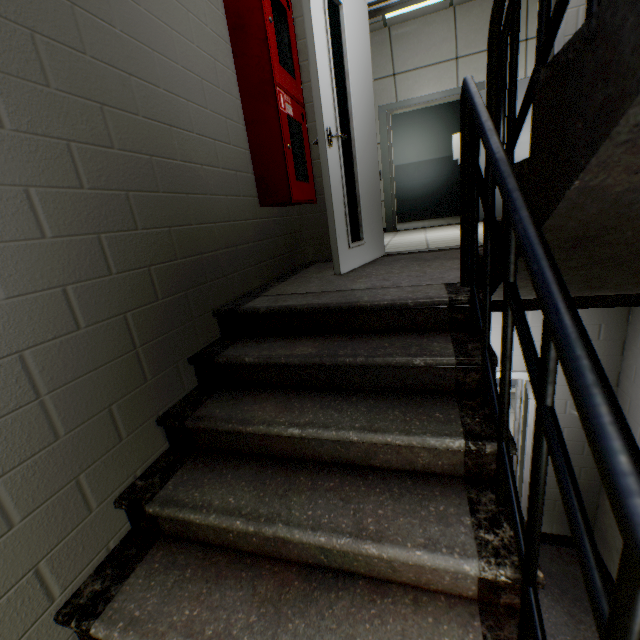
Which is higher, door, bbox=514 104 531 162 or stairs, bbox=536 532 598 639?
door, bbox=514 104 531 162

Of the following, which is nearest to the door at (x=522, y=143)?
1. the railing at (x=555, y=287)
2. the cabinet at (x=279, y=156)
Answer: the cabinet at (x=279, y=156)

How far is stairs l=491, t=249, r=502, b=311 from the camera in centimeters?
122cm

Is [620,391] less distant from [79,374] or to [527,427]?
[527,427]

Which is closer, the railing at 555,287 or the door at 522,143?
the railing at 555,287

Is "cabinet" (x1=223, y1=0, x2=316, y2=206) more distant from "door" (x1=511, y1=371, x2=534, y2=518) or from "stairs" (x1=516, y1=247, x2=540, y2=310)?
"door" (x1=511, y1=371, x2=534, y2=518)

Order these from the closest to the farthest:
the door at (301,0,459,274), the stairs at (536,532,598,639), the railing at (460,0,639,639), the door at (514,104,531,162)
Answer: the railing at (460,0,639,639), the door at (301,0,459,274), the stairs at (536,532,598,639), the door at (514,104,531,162)

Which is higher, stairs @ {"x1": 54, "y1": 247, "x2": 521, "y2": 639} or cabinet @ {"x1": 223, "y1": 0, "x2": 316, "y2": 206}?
cabinet @ {"x1": 223, "y1": 0, "x2": 316, "y2": 206}
